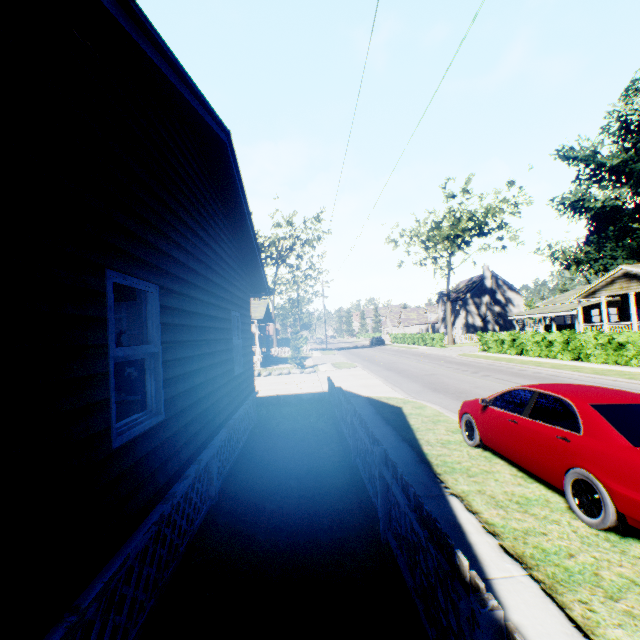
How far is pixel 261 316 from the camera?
29.4m

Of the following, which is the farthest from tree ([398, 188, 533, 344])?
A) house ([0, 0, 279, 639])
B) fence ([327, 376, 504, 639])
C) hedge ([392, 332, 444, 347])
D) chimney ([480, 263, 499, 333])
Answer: house ([0, 0, 279, 639])

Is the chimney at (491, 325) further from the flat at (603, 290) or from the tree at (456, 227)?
the flat at (603, 290)

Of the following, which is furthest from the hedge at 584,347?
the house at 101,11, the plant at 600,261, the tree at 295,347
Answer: the plant at 600,261

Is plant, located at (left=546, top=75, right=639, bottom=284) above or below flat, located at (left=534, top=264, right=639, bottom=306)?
above

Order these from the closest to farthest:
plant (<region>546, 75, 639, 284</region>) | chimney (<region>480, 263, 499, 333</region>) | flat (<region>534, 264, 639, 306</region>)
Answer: flat (<region>534, 264, 639, 306</region>), plant (<region>546, 75, 639, 284</region>), chimney (<region>480, 263, 499, 333</region>)

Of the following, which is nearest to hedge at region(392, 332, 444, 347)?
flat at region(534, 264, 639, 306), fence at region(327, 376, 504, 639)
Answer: flat at region(534, 264, 639, 306)

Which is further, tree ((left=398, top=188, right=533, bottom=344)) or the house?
tree ((left=398, top=188, right=533, bottom=344))
